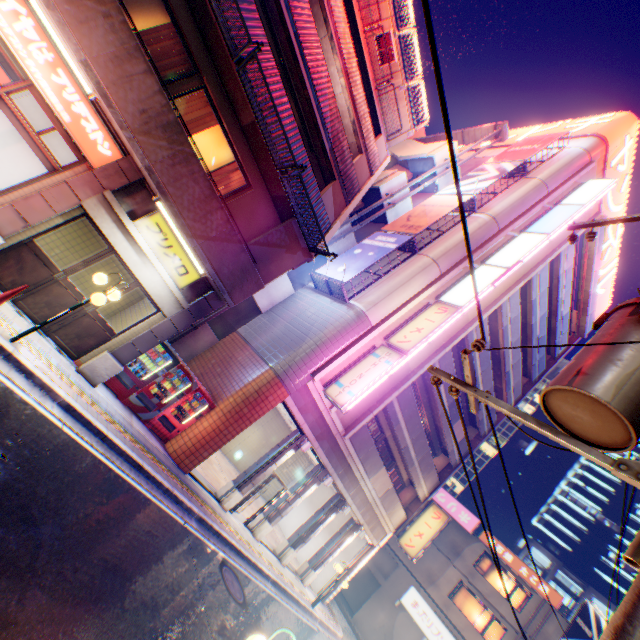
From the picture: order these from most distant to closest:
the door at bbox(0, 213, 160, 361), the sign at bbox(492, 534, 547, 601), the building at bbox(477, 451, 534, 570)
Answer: the building at bbox(477, 451, 534, 570)
the sign at bbox(492, 534, 547, 601)
the door at bbox(0, 213, 160, 361)

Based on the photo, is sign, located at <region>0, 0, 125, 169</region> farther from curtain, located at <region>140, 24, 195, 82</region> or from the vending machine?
the vending machine

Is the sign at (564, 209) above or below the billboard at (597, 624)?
above

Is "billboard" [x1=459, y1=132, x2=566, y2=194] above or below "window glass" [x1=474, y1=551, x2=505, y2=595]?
above

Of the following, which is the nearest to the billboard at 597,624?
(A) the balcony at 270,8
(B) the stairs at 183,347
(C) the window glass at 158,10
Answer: (B) the stairs at 183,347

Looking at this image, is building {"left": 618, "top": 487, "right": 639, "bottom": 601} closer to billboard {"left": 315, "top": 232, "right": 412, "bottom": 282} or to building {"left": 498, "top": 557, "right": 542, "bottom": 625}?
building {"left": 498, "top": 557, "right": 542, "bottom": 625}

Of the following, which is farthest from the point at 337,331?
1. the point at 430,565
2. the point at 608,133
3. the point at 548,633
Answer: the point at 548,633

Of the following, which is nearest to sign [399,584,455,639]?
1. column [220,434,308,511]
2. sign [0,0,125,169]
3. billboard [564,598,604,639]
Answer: billboard [564,598,604,639]
